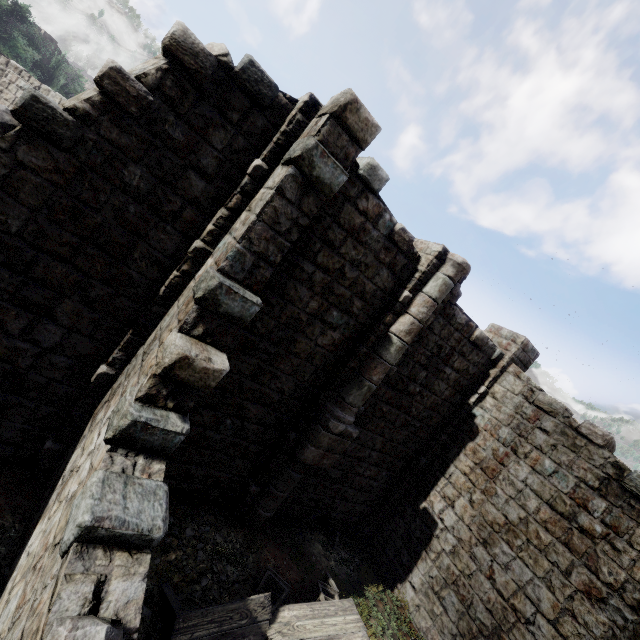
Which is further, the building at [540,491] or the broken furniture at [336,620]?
the broken furniture at [336,620]

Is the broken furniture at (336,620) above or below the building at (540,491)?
below

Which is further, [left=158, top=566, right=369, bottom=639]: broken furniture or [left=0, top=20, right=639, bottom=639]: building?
[left=158, top=566, right=369, bottom=639]: broken furniture

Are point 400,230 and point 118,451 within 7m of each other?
yes

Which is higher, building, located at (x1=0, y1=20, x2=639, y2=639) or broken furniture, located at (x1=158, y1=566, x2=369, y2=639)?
building, located at (x1=0, y1=20, x2=639, y2=639)
